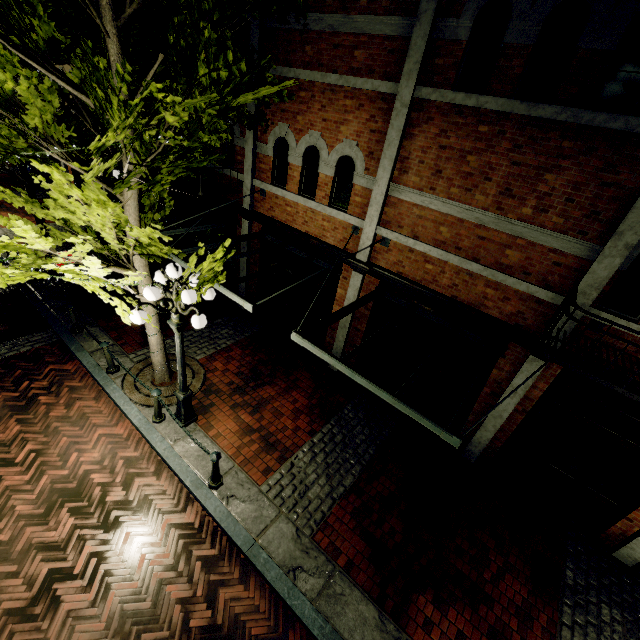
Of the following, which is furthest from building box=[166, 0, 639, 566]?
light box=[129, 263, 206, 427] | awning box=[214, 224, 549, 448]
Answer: light box=[129, 263, 206, 427]

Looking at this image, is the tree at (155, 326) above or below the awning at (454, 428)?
below

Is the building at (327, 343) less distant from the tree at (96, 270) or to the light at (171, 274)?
the tree at (96, 270)

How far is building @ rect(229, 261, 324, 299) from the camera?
8.98m

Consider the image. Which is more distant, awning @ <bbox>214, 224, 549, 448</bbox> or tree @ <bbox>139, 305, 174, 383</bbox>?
tree @ <bbox>139, 305, 174, 383</bbox>

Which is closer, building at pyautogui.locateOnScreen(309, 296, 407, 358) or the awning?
the awning

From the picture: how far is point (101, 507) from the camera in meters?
5.5 m
